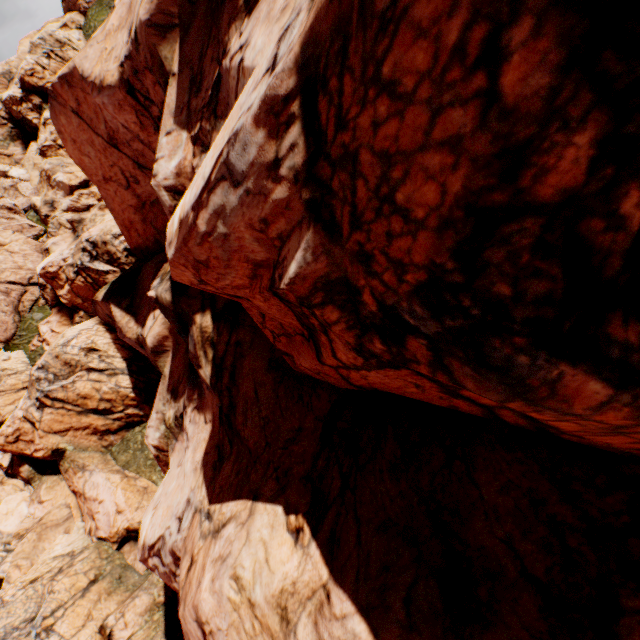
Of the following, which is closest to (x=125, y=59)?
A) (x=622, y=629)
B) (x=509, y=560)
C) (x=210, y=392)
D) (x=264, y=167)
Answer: (x=264, y=167)
